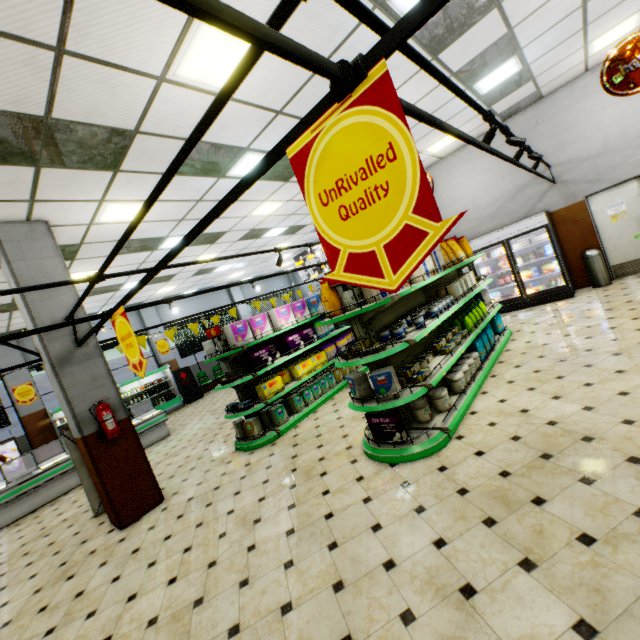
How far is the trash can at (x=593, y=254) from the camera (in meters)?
8.00

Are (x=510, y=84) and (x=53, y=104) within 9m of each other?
yes

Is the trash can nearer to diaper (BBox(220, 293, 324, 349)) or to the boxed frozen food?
the boxed frozen food

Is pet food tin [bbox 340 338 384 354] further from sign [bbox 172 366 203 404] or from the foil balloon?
sign [bbox 172 366 203 404]

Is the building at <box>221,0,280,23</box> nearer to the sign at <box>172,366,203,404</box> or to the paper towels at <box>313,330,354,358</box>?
the sign at <box>172,366,203,404</box>

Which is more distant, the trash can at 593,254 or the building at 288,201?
the trash can at 593,254

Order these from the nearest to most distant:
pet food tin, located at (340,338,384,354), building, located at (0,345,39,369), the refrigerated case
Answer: pet food tin, located at (340,338,384,354) → building, located at (0,345,39,369) → the refrigerated case

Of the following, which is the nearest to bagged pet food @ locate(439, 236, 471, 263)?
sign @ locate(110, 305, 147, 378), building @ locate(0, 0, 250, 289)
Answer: building @ locate(0, 0, 250, 289)
